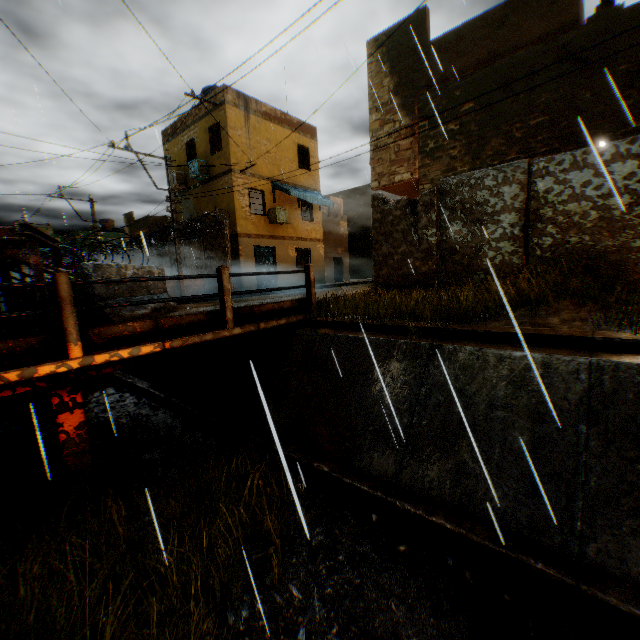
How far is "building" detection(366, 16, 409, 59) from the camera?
10.4 meters

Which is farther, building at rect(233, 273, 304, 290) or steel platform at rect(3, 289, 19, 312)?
building at rect(233, 273, 304, 290)

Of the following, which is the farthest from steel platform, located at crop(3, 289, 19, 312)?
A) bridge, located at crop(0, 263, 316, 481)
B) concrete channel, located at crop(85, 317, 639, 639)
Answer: concrete channel, located at crop(85, 317, 639, 639)

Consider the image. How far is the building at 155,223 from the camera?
29.11m

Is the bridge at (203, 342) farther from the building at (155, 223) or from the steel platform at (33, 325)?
the building at (155, 223)

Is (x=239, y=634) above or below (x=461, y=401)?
below

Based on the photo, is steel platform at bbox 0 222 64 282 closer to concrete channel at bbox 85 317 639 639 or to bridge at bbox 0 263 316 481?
bridge at bbox 0 263 316 481
